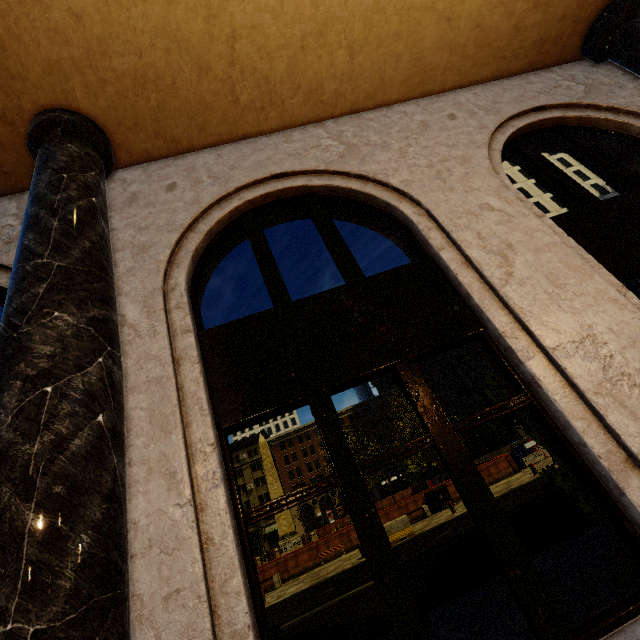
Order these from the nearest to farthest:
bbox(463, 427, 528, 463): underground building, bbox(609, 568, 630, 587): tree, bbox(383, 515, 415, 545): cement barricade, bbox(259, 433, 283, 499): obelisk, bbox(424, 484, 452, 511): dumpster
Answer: bbox(609, 568, 630, 587): tree, bbox(383, 515, 415, 545): cement barricade, bbox(424, 484, 452, 511): dumpster, bbox(259, 433, 283, 499): obelisk, bbox(463, 427, 528, 463): underground building

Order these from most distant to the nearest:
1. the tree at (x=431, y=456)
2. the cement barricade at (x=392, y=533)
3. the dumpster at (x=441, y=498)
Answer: the tree at (x=431, y=456) → the dumpster at (x=441, y=498) → the cement barricade at (x=392, y=533)

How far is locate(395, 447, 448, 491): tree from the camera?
23.0 meters

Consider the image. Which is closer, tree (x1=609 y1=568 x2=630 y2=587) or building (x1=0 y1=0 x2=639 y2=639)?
building (x1=0 y1=0 x2=639 y2=639)

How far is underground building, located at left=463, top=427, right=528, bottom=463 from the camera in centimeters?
3481cm

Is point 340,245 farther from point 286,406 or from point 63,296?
point 63,296

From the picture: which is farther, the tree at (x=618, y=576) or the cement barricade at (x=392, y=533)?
the cement barricade at (x=392, y=533)
